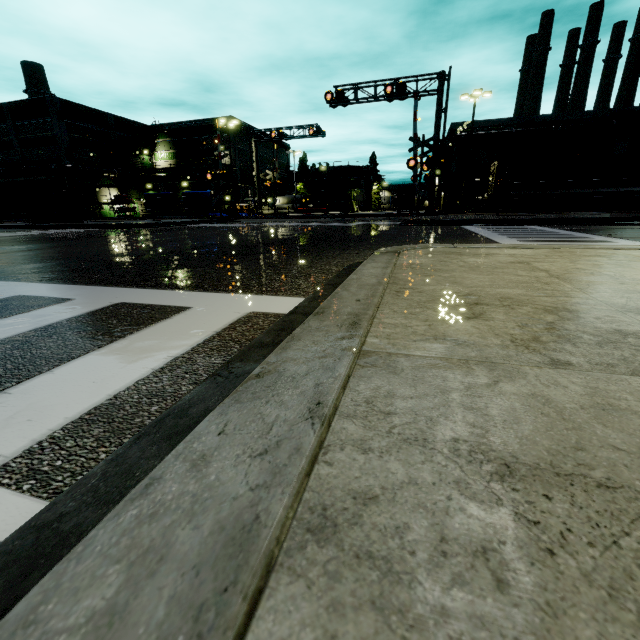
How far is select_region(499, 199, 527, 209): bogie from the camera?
26.78m

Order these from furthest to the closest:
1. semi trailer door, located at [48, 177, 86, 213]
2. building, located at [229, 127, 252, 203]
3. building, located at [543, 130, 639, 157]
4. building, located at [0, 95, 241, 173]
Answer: building, located at [229, 127, 252, 203]
building, located at [0, 95, 241, 173]
building, located at [543, 130, 639, 157]
semi trailer door, located at [48, 177, 86, 213]

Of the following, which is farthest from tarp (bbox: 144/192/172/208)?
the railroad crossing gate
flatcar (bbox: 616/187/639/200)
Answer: flatcar (bbox: 616/187/639/200)

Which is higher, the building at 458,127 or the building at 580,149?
the building at 458,127

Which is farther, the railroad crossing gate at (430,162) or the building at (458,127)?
the building at (458,127)

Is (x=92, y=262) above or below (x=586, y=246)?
below

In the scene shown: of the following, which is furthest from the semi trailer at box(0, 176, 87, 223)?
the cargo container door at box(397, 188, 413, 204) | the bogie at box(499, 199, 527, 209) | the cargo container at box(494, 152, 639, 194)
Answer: the cargo container door at box(397, 188, 413, 204)

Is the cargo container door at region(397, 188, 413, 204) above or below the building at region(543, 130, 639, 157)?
below
